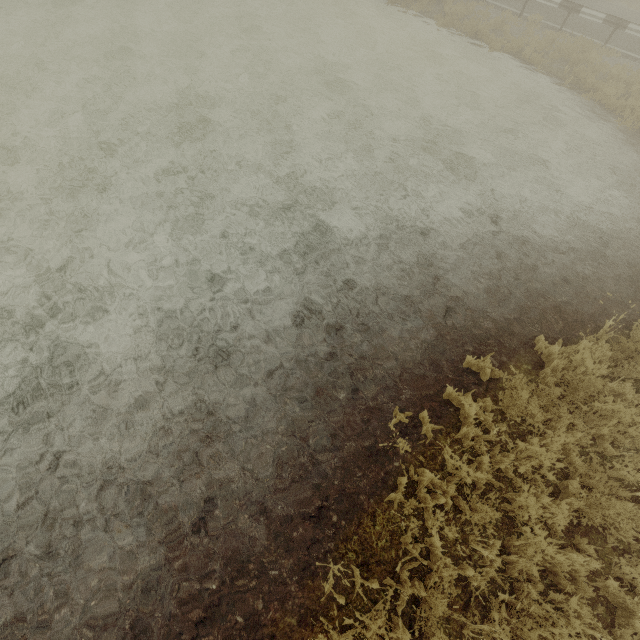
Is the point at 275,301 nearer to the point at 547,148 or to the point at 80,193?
the point at 80,193
